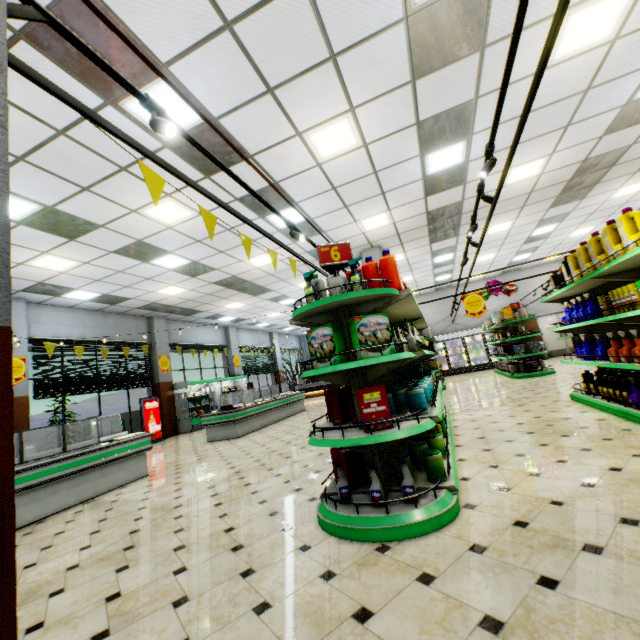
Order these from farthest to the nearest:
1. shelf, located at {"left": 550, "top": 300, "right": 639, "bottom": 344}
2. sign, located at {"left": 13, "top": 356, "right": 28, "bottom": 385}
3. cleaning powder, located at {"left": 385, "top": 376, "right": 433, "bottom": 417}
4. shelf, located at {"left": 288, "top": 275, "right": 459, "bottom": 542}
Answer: sign, located at {"left": 13, "top": 356, "right": 28, "bottom": 385} < shelf, located at {"left": 550, "top": 300, "right": 639, "bottom": 344} < cleaning powder, located at {"left": 385, "top": 376, "right": 433, "bottom": 417} < shelf, located at {"left": 288, "top": 275, "right": 459, "bottom": 542}

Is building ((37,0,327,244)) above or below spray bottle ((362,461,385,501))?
above

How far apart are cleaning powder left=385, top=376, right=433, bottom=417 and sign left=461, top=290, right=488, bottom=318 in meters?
5.9 m

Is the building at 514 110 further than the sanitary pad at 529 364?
No

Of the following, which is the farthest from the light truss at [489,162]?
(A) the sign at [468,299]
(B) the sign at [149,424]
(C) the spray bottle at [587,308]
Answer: (B) the sign at [149,424]

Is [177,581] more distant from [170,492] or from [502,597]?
[170,492]

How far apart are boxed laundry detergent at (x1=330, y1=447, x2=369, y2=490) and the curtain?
9.6 meters

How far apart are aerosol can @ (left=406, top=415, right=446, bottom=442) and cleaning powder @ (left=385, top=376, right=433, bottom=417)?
0.3 meters
